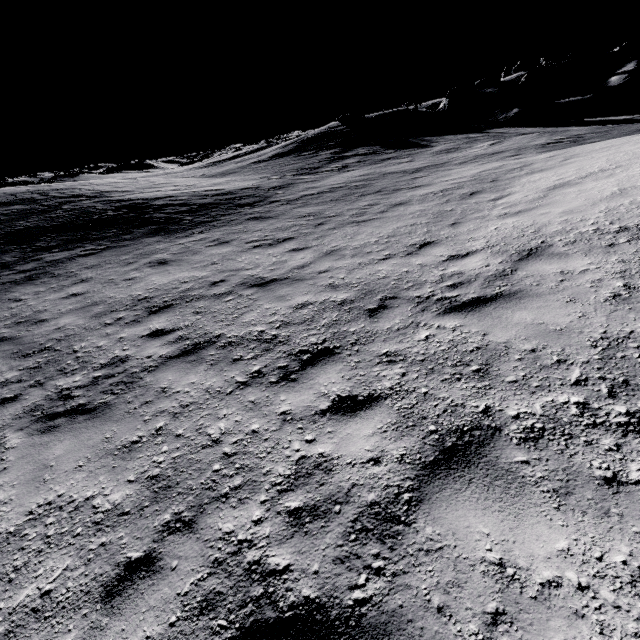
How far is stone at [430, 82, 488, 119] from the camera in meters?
30.6

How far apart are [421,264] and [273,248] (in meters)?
4.33

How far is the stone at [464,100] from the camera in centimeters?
3059cm
